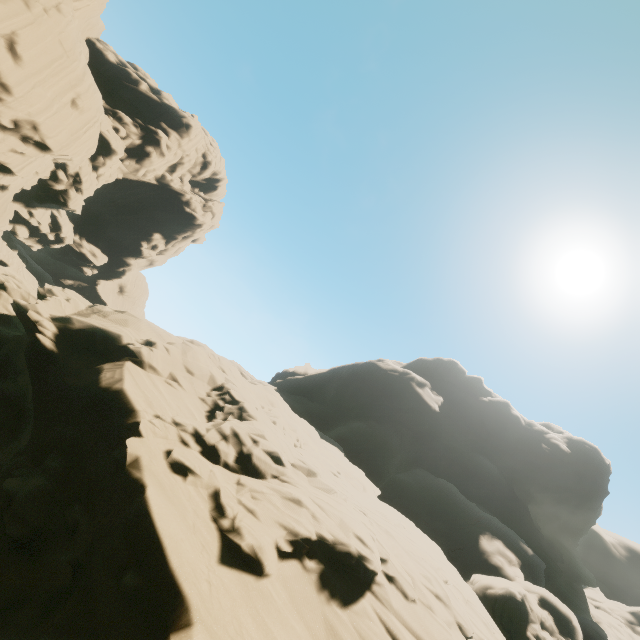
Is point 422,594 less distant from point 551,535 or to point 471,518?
point 471,518
